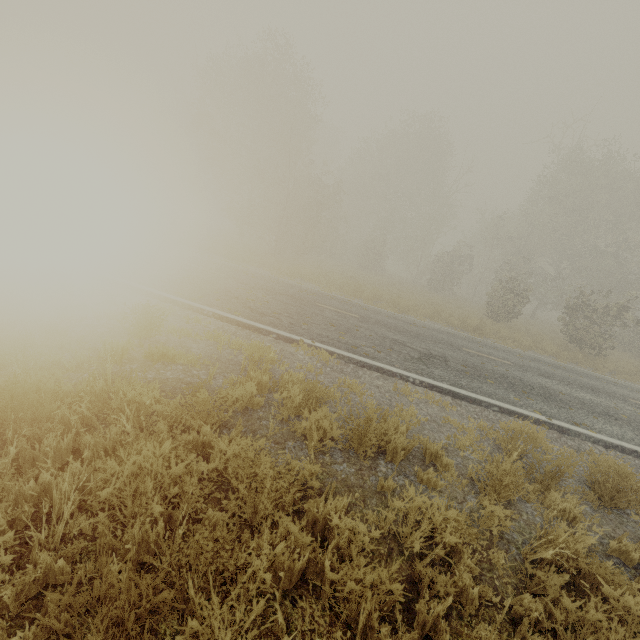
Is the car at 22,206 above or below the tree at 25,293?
above

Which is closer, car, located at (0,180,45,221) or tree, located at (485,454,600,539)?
tree, located at (485,454,600,539)

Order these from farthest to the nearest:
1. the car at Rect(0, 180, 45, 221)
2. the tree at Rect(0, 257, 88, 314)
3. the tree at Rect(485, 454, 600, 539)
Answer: the car at Rect(0, 180, 45, 221), the tree at Rect(0, 257, 88, 314), the tree at Rect(485, 454, 600, 539)

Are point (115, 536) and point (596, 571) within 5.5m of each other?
yes

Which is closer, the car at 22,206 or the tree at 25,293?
the tree at 25,293

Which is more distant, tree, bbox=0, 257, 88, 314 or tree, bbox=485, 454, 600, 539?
Answer: tree, bbox=0, 257, 88, 314

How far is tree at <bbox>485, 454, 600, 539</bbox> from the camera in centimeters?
379cm
